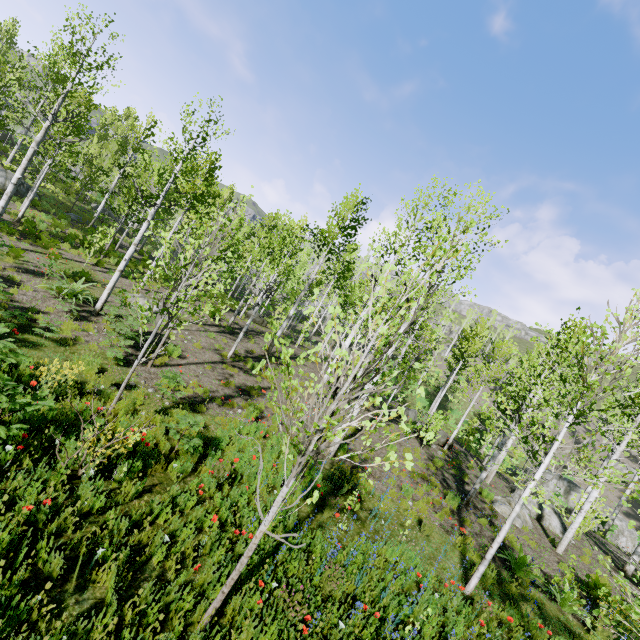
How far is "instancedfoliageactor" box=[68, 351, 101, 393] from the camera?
6.50m

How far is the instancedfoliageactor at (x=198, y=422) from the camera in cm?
598

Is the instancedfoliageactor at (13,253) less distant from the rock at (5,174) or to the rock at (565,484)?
the rock at (5,174)

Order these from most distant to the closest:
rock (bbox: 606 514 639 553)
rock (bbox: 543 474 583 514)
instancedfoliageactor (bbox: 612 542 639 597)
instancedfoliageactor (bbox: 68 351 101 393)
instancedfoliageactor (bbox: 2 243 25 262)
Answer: rock (bbox: 543 474 583 514) < rock (bbox: 606 514 639 553) < instancedfoliageactor (bbox: 2 243 25 262) < instancedfoliageactor (bbox: 68 351 101 393) < instancedfoliageactor (bbox: 612 542 639 597)

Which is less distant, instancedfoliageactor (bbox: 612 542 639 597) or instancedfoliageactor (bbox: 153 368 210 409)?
instancedfoliageactor (bbox: 612 542 639 597)

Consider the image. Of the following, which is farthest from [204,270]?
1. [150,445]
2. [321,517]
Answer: [321,517]

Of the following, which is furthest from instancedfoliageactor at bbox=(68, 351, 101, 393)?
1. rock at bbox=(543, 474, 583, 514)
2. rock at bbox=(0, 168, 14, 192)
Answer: rock at bbox=(543, 474, 583, 514)
